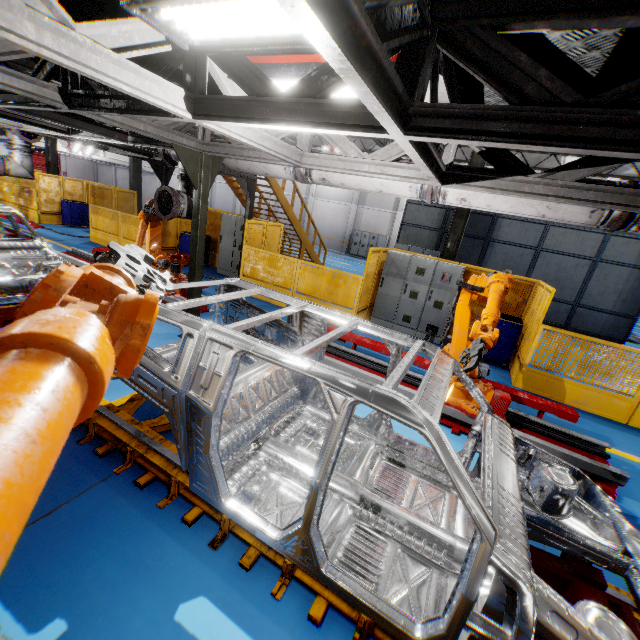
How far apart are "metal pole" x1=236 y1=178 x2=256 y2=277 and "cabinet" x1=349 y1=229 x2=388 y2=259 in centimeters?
1692cm

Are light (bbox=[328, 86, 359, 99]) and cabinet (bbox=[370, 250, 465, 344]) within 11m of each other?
yes

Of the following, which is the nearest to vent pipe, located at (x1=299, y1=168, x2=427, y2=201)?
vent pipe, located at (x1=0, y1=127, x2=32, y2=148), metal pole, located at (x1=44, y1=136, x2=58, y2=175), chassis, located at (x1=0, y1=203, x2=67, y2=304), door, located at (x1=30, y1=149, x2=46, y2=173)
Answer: chassis, located at (x1=0, y1=203, x2=67, y2=304)

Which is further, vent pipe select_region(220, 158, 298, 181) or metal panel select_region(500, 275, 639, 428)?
metal panel select_region(500, 275, 639, 428)

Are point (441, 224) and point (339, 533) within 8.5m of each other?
no

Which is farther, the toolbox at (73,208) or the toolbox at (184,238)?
the toolbox at (73,208)

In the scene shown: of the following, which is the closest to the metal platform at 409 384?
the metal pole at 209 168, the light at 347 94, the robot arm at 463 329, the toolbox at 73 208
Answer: the robot arm at 463 329

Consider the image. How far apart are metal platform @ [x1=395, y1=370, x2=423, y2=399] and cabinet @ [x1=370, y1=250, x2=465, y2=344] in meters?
3.0
